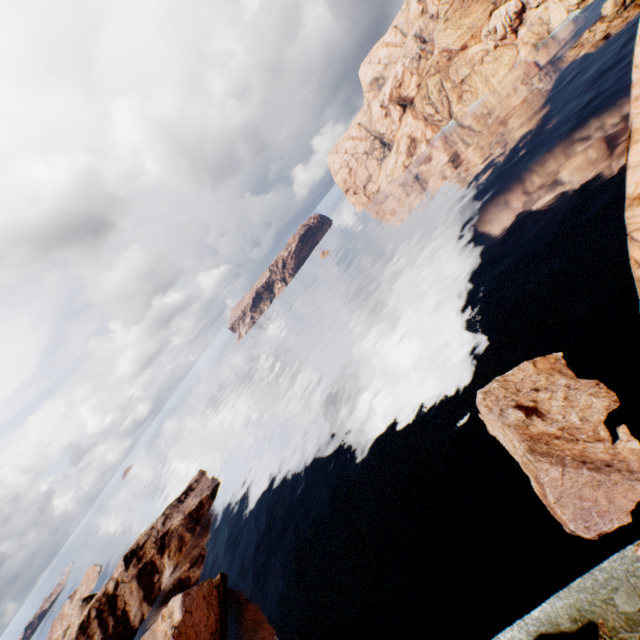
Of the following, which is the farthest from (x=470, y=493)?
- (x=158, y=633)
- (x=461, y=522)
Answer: (x=158, y=633)

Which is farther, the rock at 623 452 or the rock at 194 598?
the rock at 194 598

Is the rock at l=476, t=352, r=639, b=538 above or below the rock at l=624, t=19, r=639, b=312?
below

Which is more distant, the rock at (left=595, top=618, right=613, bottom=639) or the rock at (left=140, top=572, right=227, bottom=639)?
the rock at (left=140, top=572, right=227, bottom=639)

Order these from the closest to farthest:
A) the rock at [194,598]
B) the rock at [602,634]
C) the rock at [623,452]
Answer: the rock at [602,634] → the rock at [623,452] → the rock at [194,598]
